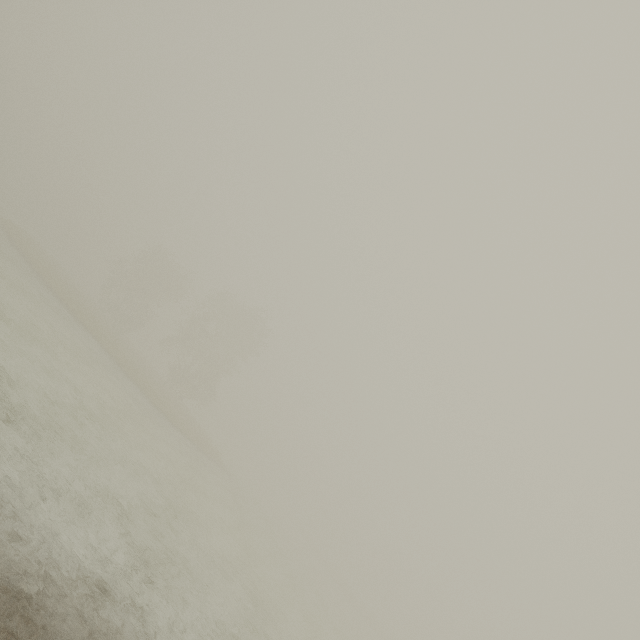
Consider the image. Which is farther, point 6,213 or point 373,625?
point 373,625
